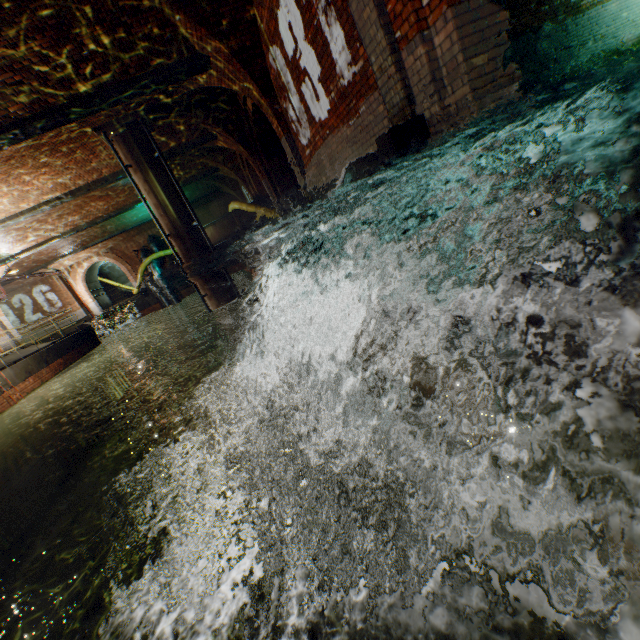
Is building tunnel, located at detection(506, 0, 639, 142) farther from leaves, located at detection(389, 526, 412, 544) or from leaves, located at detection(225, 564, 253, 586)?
leaves, located at detection(225, 564, 253, 586)

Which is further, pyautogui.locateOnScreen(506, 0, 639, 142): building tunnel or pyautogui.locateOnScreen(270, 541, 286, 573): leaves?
pyautogui.locateOnScreen(506, 0, 639, 142): building tunnel

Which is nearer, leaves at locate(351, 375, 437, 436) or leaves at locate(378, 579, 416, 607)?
leaves at locate(378, 579, 416, 607)

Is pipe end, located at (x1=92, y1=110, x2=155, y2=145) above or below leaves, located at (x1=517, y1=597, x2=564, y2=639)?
above

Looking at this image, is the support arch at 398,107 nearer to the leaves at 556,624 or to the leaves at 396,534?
the leaves at 556,624

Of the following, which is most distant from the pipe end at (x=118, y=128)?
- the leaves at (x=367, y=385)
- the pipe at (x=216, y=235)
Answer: the leaves at (x=367, y=385)

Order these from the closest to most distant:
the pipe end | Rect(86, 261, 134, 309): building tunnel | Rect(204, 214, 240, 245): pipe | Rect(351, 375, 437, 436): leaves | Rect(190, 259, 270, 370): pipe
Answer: Rect(351, 375, 437, 436): leaves
the pipe end
Rect(190, 259, 270, 370): pipe
Rect(204, 214, 240, 245): pipe
Rect(86, 261, 134, 309): building tunnel

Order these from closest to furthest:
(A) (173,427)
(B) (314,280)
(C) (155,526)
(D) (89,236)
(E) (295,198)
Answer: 1. (B) (314,280)
2. (C) (155,526)
3. (E) (295,198)
4. (A) (173,427)
5. (D) (89,236)
